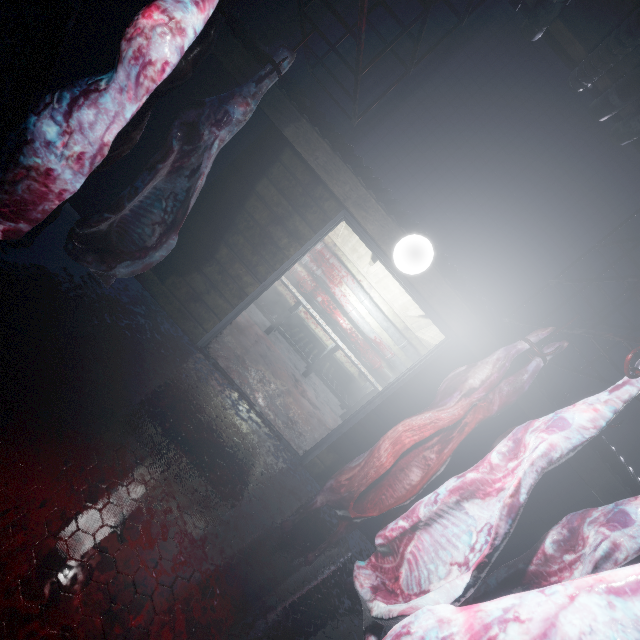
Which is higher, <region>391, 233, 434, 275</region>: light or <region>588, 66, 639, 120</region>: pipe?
<region>588, 66, 639, 120</region>: pipe

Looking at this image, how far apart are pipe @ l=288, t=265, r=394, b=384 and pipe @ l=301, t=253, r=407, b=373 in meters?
0.1 m

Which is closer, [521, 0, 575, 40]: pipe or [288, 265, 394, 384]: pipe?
[521, 0, 575, 40]: pipe

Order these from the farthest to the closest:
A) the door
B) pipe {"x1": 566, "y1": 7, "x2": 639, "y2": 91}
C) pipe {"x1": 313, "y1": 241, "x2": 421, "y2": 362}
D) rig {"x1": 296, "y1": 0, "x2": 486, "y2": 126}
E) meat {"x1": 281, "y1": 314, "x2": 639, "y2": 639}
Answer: pipe {"x1": 313, "y1": 241, "x2": 421, "y2": 362}
the door
pipe {"x1": 566, "y1": 7, "x2": 639, "y2": 91}
rig {"x1": 296, "y1": 0, "x2": 486, "y2": 126}
meat {"x1": 281, "y1": 314, "x2": 639, "y2": 639}

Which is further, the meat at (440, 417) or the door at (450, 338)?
the door at (450, 338)

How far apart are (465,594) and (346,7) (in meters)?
4.17

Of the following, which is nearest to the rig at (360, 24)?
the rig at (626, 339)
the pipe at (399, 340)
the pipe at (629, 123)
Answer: the pipe at (629, 123)

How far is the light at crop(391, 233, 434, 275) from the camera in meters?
2.5
